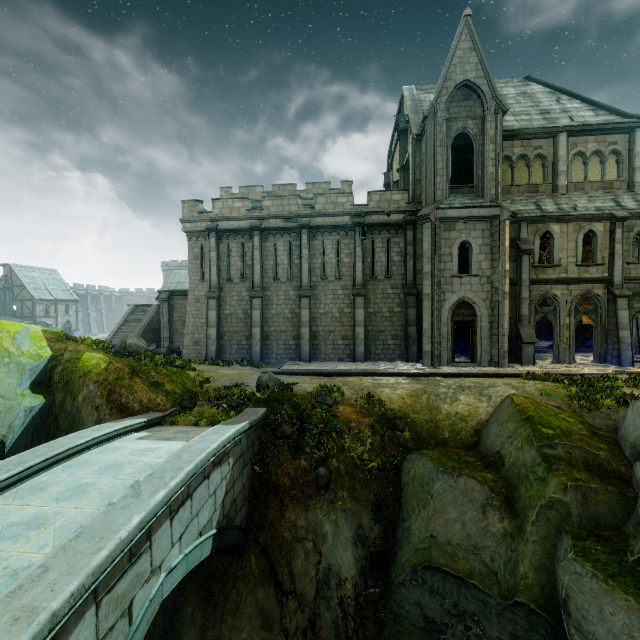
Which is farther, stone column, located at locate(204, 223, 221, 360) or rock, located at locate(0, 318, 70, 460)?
stone column, located at locate(204, 223, 221, 360)

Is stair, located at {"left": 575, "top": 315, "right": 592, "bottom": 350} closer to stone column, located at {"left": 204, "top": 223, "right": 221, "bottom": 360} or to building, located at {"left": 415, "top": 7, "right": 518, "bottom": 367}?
building, located at {"left": 415, "top": 7, "right": 518, "bottom": 367}

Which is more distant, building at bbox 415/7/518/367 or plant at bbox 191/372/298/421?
building at bbox 415/7/518/367

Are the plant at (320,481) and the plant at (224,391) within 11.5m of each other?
yes

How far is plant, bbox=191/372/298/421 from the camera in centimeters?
1102cm

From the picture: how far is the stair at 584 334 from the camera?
23.2 meters

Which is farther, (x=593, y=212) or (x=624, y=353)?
(x=593, y=212)

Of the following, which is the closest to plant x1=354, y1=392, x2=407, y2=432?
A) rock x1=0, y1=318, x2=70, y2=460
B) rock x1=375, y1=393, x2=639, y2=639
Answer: rock x1=375, y1=393, x2=639, y2=639
